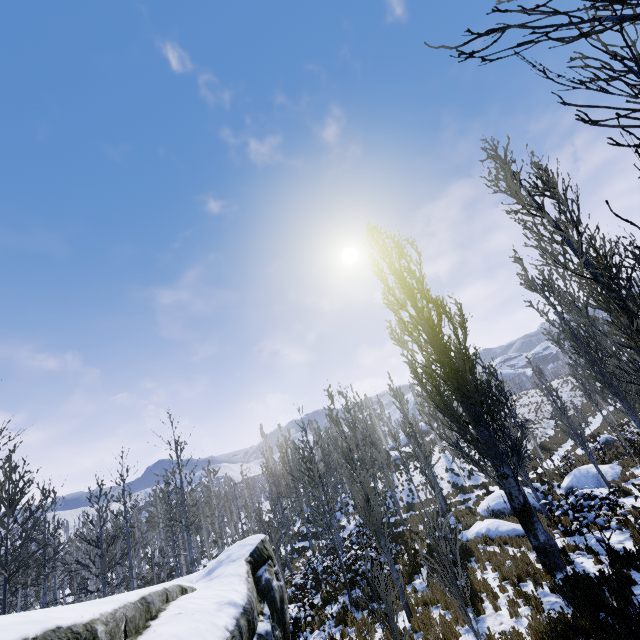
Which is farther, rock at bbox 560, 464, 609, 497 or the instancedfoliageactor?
rock at bbox 560, 464, 609, 497

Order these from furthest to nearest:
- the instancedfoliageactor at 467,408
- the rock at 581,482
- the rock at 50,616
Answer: the rock at 581,482
the instancedfoliageactor at 467,408
the rock at 50,616

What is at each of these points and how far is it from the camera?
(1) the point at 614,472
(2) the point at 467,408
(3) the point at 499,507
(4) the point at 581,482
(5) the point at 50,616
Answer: (1) rock, 17.72m
(2) instancedfoliageactor, 11.45m
(3) rock, 19.28m
(4) rock, 18.50m
(5) rock, 4.62m

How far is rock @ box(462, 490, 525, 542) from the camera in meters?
14.1 m

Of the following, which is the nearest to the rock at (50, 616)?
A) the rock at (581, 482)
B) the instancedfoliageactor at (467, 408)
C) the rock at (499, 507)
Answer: the instancedfoliageactor at (467, 408)

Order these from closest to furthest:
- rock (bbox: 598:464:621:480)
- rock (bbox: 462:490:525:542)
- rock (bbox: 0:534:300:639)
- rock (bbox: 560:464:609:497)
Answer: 1. rock (bbox: 0:534:300:639)
2. rock (bbox: 462:490:525:542)
3. rock (bbox: 560:464:609:497)
4. rock (bbox: 598:464:621:480)

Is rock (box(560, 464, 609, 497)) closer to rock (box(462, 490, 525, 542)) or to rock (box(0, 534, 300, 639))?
rock (box(462, 490, 525, 542))

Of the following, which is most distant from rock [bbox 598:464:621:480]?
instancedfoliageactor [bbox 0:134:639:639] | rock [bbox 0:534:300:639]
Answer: rock [bbox 0:534:300:639]
